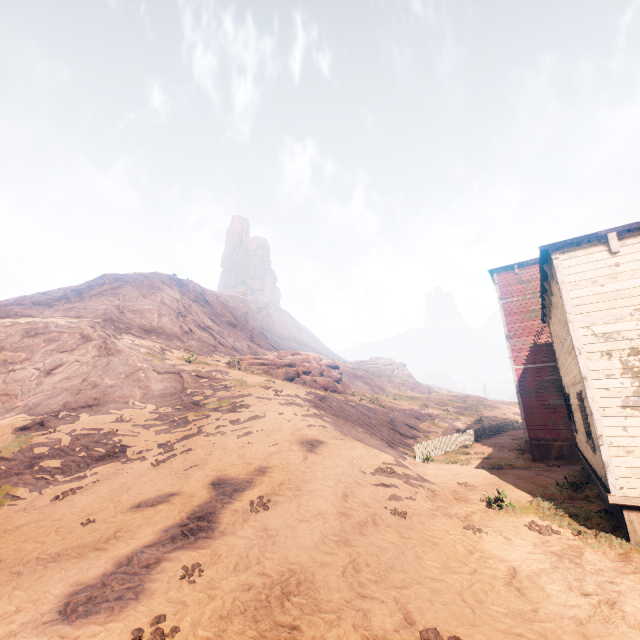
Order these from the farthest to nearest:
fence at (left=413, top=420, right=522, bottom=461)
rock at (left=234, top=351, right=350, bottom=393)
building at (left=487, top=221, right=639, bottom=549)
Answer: rock at (left=234, top=351, right=350, bottom=393), fence at (left=413, top=420, right=522, bottom=461), building at (left=487, top=221, right=639, bottom=549)

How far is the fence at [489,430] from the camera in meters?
18.5

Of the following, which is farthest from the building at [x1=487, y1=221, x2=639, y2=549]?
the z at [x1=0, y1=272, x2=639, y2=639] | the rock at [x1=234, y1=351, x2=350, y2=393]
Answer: the rock at [x1=234, y1=351, x2=350, y2=393]

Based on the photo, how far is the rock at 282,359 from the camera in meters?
30.7 m

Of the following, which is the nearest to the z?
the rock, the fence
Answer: the fence

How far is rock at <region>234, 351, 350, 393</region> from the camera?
30.67m

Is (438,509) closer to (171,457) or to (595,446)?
(595,446)

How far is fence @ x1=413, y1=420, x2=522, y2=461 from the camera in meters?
18.5
